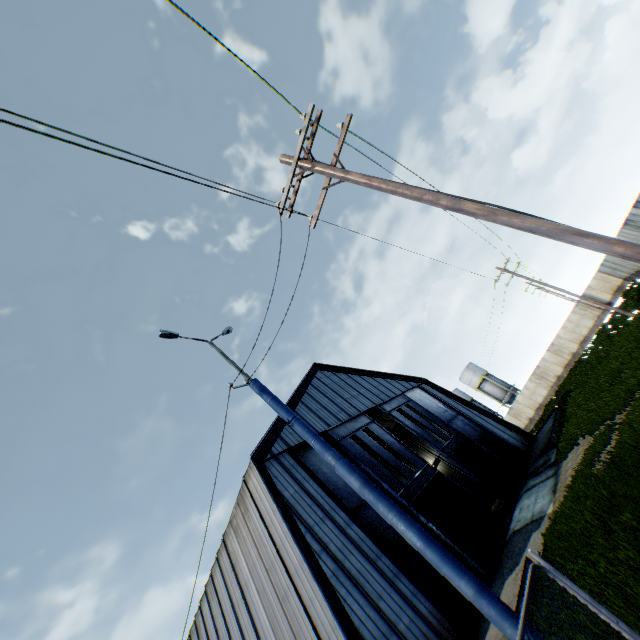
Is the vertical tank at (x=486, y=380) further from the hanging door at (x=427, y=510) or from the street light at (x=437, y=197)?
the street light at (x=437, y=197)

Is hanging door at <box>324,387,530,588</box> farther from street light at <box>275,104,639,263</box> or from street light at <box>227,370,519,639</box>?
street light at <box>275,104,639,263</box>

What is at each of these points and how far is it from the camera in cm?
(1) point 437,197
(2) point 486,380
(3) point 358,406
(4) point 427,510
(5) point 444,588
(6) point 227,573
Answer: (1) street light, 525
(2) vertical tank, 5591
(3) building, 2466
(4) hanging door, 1702
(5) hanging door, 1397
(6) building, 1697

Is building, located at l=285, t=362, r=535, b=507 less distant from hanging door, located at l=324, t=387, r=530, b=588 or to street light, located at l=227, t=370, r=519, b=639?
hanging door, located at l=324, t=387, r=530, b=588

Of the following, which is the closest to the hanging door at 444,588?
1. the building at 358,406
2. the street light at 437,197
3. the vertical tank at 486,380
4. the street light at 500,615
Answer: the building at 358,406

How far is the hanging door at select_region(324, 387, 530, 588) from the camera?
16.1 meters

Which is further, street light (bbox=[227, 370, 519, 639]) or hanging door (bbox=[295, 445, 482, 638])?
hanging door (bbox=[295, 445, 482, 638])

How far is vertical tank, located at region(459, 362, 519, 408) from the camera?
53.8m
